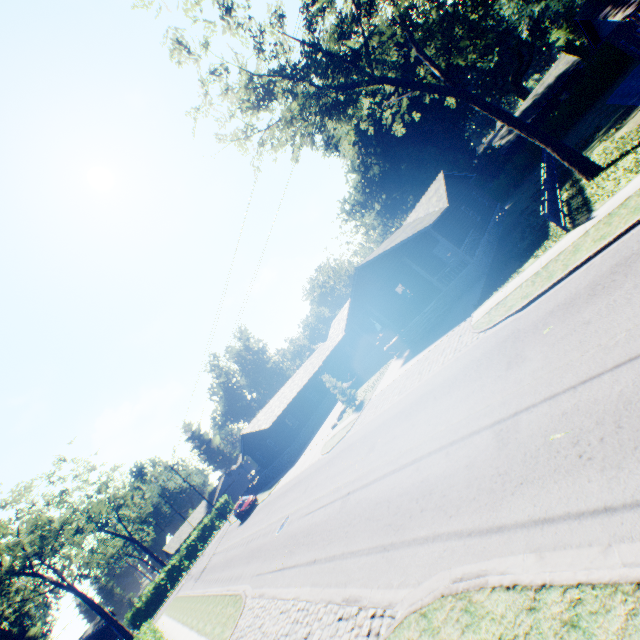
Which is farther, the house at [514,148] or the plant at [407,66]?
the house at [514,148]

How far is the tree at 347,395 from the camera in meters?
25.6 m

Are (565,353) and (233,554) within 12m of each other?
no

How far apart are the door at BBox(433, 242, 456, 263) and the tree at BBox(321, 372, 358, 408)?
12.8 meters

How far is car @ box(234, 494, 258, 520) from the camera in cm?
3472

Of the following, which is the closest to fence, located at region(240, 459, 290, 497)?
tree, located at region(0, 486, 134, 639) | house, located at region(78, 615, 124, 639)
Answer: tree, located at region(0, 486, 134, 639)

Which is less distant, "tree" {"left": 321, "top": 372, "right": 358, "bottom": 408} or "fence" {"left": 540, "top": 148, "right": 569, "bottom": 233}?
"fence" {"left": 540, "top": 148, "right": 569, "bottom": 233}

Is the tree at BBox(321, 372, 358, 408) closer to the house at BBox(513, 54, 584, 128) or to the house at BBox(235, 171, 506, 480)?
the house at BBox(235, 171, 506, 480)
